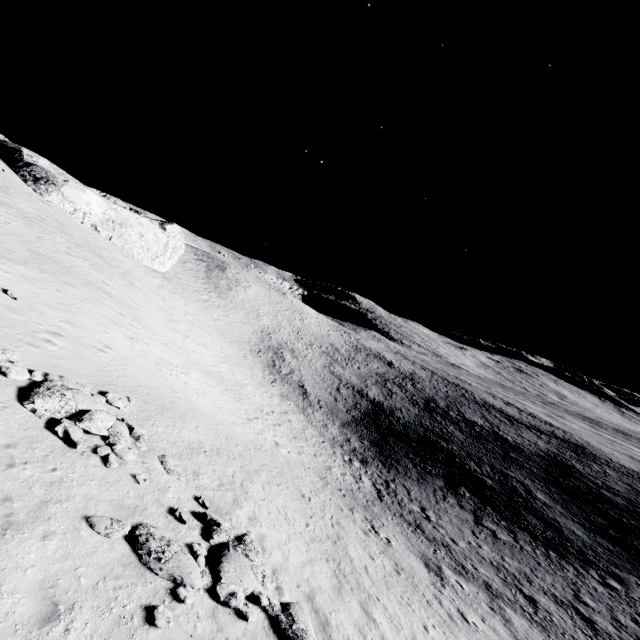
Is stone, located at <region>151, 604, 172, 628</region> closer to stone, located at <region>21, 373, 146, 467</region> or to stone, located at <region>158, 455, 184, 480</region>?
stone, located at <region>21, 373, 146, 467</region>

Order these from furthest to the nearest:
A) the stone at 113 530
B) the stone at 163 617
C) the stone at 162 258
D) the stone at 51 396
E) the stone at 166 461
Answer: the stone at 162 258, the stone at 166 461, the stone at 51 396, the stone at 113 530, the stone at 163 617

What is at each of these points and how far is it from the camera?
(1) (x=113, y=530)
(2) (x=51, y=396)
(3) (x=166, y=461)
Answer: (1) stone, 8.1 meters
(2) stone, 10.8 meters
(3) stone, 13.0 meters

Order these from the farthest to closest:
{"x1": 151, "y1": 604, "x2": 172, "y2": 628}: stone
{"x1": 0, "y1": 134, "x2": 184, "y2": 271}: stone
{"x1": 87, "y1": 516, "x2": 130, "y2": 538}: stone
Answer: {"x1": 0, "y1": 134, "x2": 184, "y2": 271}: stone < {"x1": 87, "y1": 516, "x2": 130, "y2": 538}: stone < {"x1": 151, "y1": 604, "x2": 172, "y2": 628}: stone

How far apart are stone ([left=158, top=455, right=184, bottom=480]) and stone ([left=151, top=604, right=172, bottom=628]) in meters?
5.7

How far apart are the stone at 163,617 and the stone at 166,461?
5.71m

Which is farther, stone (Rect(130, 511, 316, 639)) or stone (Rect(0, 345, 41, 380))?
stone (Rect(0, 345, 41, 380))

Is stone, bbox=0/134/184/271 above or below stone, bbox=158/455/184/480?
above
